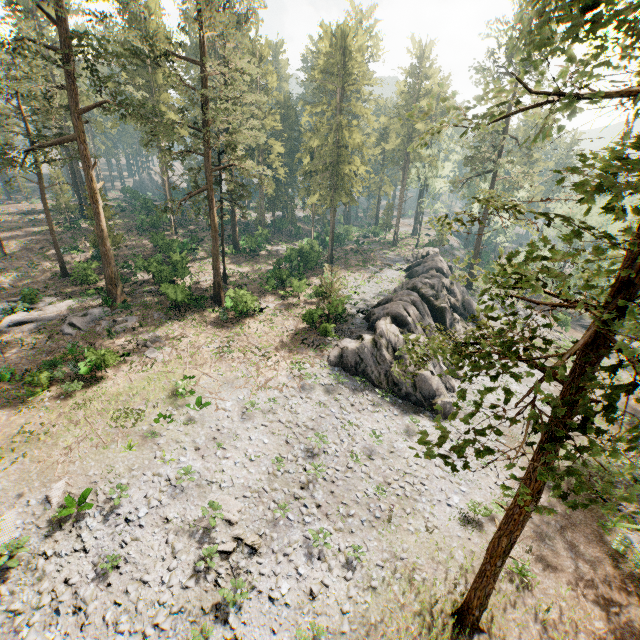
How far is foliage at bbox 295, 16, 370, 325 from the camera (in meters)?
36.79

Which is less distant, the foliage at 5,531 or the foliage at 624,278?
the foliage at 624,278

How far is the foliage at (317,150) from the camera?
A: 36.8m

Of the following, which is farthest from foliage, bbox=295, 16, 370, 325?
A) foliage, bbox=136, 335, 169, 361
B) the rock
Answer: foliage, bbox=136, 335, 169, 361

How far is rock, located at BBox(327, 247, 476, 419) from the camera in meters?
25.1 m

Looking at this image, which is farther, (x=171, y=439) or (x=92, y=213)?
(x=92, y=213)
